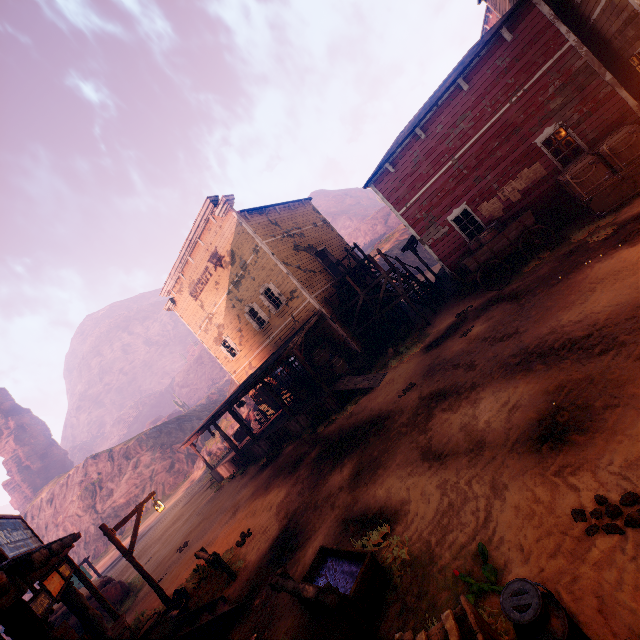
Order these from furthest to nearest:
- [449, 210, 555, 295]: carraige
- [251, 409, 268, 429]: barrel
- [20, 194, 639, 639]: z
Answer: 1. [251, 409, 268, 429]: barrel
2. [449, 210, 555, 295]: carraige
3. [20, 194, 639, 639]: z

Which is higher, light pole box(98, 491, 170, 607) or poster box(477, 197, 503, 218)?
light pole box(98, 491, 170, 607)

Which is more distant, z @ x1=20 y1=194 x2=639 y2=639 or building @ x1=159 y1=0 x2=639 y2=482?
building @ x1=159 y1=0 x2=639 y2=482

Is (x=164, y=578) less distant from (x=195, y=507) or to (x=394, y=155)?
(x=195, y=507)

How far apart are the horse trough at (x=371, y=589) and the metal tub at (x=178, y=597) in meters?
5.4

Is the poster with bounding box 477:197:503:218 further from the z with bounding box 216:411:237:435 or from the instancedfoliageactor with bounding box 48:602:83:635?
the instancedfoliageactor with bounding box 48:602:83:635

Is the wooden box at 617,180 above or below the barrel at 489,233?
below

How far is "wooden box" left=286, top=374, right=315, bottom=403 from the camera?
17.75m
